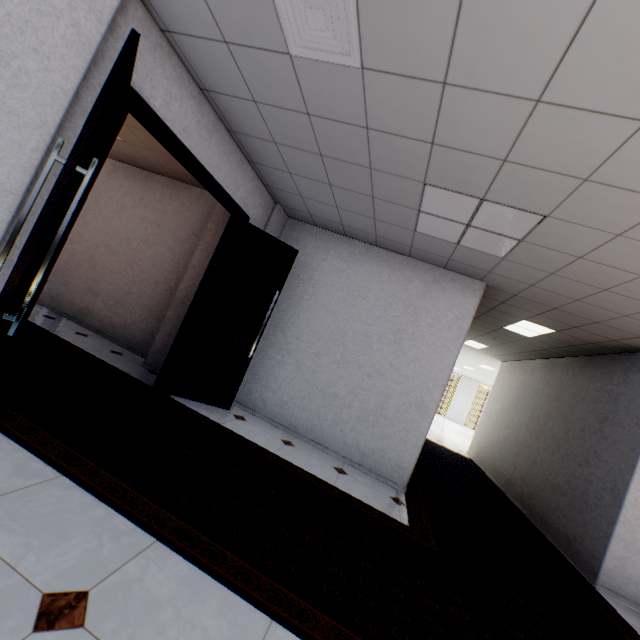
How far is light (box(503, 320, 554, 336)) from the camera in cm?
522

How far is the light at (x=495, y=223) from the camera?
2.7m

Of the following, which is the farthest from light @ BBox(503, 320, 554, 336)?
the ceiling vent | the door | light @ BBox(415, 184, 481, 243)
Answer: the ceiling vent

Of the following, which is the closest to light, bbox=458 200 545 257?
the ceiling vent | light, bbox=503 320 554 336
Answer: the ceiling vent

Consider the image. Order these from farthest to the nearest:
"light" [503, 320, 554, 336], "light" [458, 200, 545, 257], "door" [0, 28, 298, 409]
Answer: "light" [503, 320, 554, 336]
"light" [458, 200, 545, 257]
"door" [0, 28, 298, 409]

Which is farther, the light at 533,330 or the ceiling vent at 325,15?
the light at 533,330

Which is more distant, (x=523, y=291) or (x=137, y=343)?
(x=137, y=343)

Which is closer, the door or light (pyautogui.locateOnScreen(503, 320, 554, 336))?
the door
